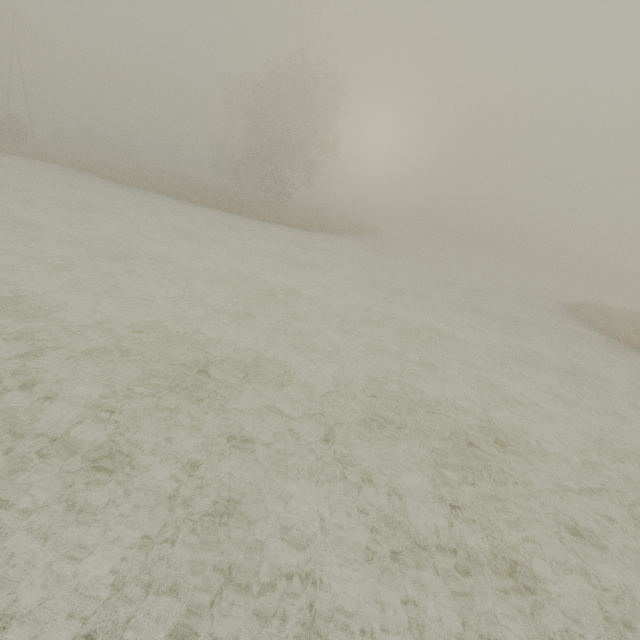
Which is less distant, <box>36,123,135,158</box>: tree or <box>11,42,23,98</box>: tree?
<box>36,123,135,158</box>: tree

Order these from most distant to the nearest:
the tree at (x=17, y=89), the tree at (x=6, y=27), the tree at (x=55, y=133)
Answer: the tree at (x=17, y=89) → the tree at (x=6, y=27) → the tree at (x=55, y=133)

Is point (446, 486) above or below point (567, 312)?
below

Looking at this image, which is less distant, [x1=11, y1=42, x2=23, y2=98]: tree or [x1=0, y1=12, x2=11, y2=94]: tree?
[x1=0, y1=12, x2=11, y2=94]: tree

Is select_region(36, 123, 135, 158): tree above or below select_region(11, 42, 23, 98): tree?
below

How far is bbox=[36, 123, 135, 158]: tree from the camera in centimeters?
4281cm

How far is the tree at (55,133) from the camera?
42.81m
